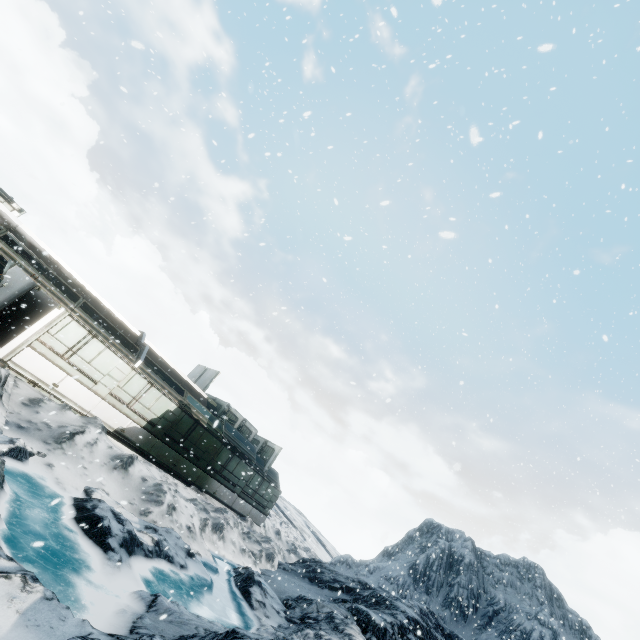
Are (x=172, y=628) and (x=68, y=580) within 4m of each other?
yes
